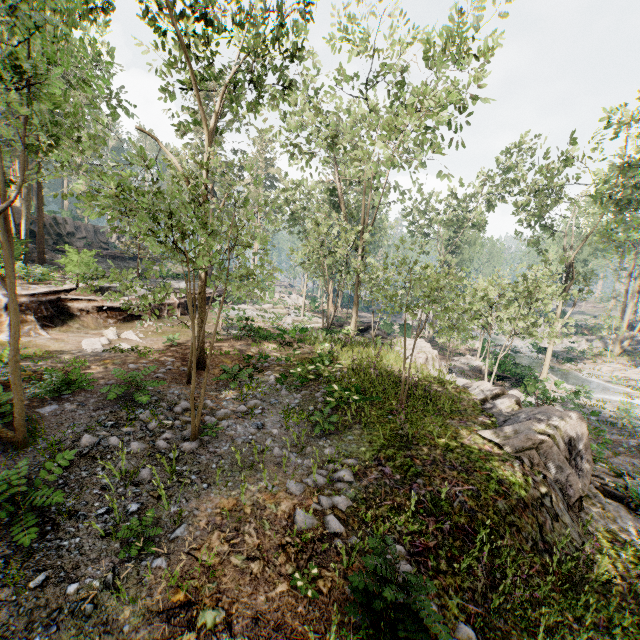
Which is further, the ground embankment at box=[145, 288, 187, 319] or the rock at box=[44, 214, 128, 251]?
the rock at box=[44, 214, 128, 251]

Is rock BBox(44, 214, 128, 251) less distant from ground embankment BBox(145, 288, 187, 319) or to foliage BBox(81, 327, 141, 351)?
foliage BBox(81, 327, 141, 351)

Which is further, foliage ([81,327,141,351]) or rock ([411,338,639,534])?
foliage ([81,327,141,351])

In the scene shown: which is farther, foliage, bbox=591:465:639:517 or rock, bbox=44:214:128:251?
rock, bbox=44:214:128:251

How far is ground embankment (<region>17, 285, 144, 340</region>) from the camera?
14.66m

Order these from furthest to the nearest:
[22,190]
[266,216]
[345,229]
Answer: [22,190] → [345,229] → [266,216]

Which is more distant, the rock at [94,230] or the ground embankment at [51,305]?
the rock at [94,230]

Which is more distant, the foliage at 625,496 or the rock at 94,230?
the rock at 94,230
